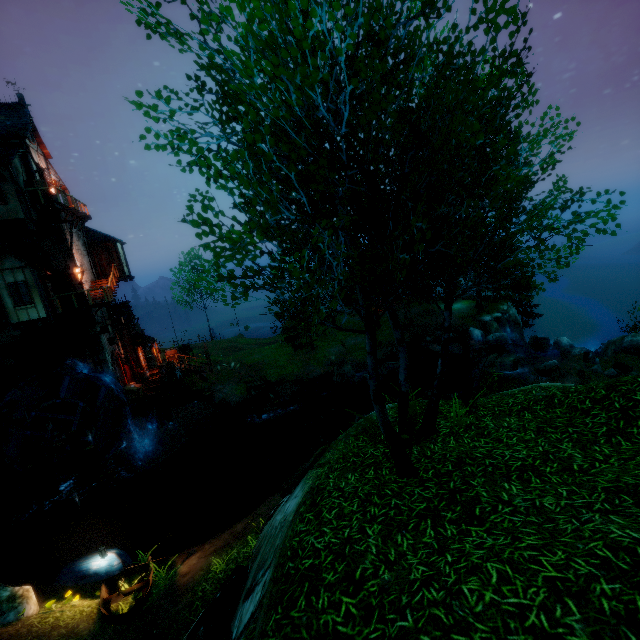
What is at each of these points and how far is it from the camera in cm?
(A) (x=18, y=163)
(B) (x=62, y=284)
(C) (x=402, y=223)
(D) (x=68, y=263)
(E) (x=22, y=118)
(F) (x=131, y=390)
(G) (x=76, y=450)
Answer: (A) building, 1845
(B) tower, 2025
(C) tree, 489
(D) tower, 2012
(E) building, 1948
(F) box, 2191
(G) piling, 1731

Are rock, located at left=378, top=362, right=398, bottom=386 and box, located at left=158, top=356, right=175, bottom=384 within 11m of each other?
no

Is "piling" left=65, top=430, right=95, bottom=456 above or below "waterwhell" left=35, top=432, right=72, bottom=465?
below

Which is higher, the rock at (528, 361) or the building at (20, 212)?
the building at (20, 212)

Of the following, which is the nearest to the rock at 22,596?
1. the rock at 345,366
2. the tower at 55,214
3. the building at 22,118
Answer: the tower at 55,214

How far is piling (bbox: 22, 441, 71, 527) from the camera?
16.7m

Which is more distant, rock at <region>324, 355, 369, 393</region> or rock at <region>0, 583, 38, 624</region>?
rock at <region>324, 355, 369, 393</region>

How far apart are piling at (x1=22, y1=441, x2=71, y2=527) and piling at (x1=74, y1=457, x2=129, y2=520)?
1.02m
